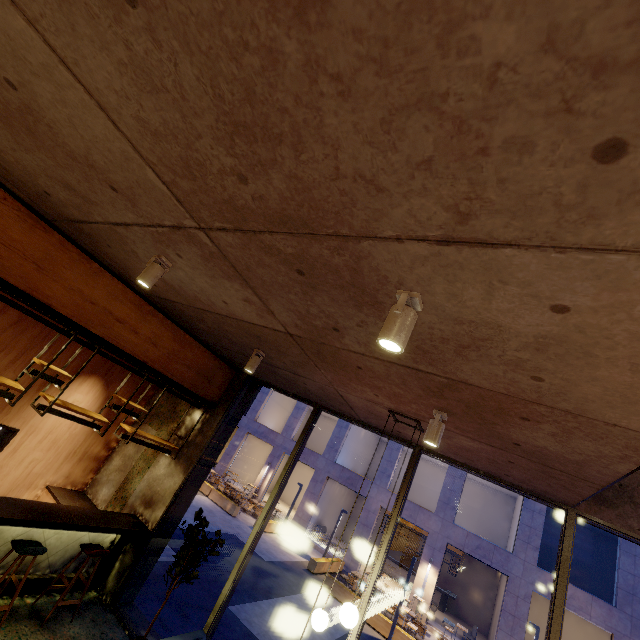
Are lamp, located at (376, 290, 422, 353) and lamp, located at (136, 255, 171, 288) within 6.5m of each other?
yes

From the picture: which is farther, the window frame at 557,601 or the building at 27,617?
the building at 27,617

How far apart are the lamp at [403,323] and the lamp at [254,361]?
3.2m

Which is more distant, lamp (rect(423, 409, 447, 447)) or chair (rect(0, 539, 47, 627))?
chair (rect(0, 539, 47, 627))

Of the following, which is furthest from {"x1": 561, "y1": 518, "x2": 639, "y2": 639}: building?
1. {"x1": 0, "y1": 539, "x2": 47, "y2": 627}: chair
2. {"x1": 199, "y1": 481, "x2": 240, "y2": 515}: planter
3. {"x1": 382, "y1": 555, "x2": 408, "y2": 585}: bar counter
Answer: {"x1": 0, "y1": 539, "x2": 47, "y2": 627}: chair

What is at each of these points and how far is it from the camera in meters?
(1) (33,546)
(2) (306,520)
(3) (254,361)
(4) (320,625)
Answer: (1) chair, 4.5 m
(2) building, 21.0 m
(3) lamp, 4.7 m
(4) lamp, 3.5 m

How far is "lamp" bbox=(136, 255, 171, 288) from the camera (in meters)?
3.21

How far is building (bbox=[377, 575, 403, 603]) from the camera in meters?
17.3 m
